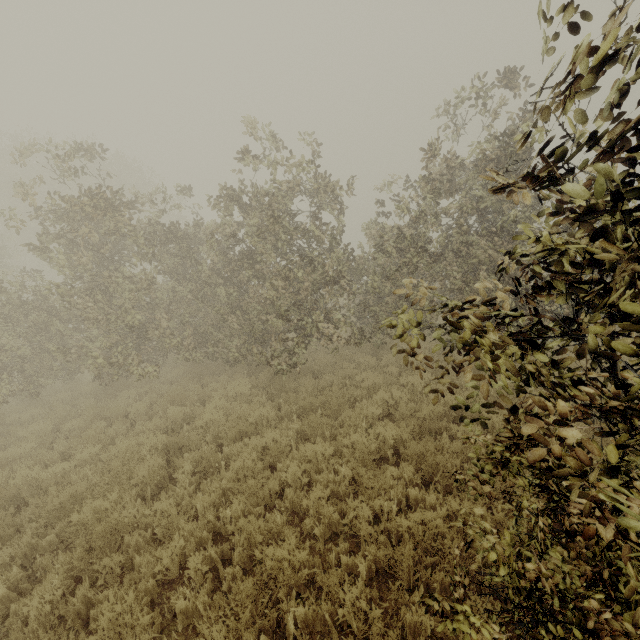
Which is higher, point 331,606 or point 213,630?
point 213,630

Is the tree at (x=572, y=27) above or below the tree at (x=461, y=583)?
above

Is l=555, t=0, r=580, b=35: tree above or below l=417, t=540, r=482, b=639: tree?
above
